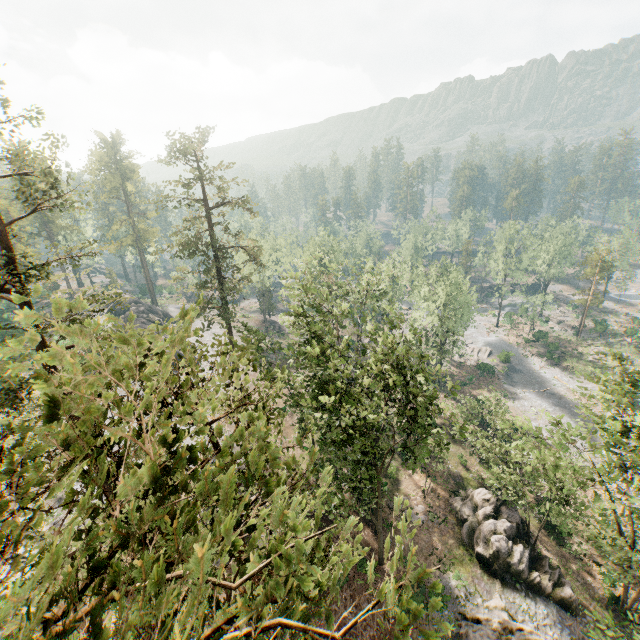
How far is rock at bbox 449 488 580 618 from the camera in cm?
2439

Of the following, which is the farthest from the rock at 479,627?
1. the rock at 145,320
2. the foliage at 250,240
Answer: the rock at 145,320

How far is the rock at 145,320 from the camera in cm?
4906

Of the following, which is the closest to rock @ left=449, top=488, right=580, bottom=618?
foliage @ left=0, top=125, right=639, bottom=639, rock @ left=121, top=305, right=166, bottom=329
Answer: foliage @ left=0, top=125, right=639, bottom=639

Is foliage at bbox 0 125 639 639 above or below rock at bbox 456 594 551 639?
above

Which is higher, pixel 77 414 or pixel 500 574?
pixel 77 414
